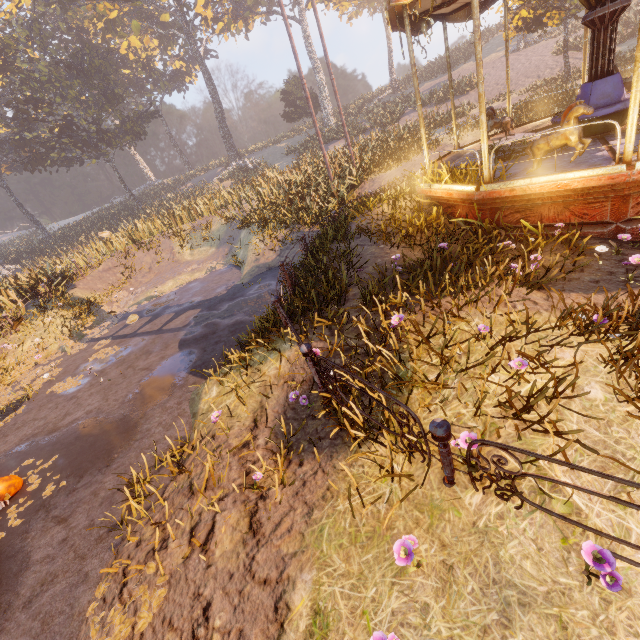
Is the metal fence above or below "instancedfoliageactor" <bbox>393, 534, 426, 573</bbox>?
above

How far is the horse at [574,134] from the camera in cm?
516

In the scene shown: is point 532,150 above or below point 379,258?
above

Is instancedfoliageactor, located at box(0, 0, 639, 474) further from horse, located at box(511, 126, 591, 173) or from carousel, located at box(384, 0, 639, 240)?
horse, located at box(511, 126, 591, 173)

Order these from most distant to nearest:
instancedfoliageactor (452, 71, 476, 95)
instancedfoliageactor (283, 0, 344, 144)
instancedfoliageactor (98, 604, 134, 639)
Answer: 1. instancedfoliageactor (283, 0, 344, 144)
2. instancedfoliageactor (452, 71, 476, 95)
3. instancedfoliageactor (98, 604, 134, 639)

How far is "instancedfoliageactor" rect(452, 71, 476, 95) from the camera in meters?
24.6

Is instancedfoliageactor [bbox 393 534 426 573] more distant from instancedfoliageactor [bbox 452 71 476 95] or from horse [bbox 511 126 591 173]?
instancedfoliageactor [bbox 452 71 476 95]

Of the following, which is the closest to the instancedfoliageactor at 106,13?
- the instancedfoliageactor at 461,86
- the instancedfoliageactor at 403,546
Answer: the instancedfoliageactor at 461,86
